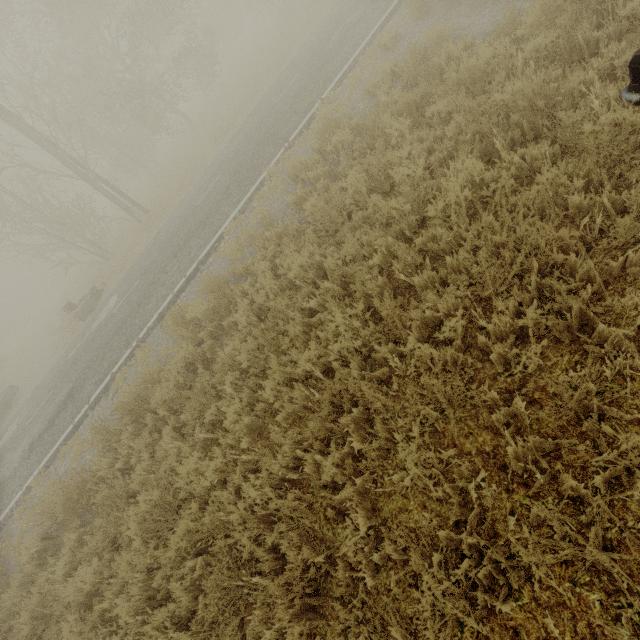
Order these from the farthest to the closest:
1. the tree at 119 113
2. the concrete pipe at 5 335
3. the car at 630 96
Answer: the concrete pipe at 5 335 < the tree at 119 113 < the car at 630 96

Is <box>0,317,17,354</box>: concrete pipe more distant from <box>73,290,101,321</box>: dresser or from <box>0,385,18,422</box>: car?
<box>73,290,101,321</box>: dresser

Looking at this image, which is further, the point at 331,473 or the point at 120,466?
the point at 120,466

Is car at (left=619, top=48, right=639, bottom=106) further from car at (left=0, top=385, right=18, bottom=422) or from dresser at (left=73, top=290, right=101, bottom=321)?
car at (left=0, top=385, right=18, bottom=422)

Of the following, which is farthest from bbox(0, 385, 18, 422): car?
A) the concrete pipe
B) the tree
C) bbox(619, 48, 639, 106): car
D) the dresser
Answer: the concrete pipe

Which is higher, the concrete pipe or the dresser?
the concrete pipe

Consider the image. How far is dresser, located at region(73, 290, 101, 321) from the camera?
15.1m

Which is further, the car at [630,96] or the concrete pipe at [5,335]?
the concrete pipe at [5,335]
